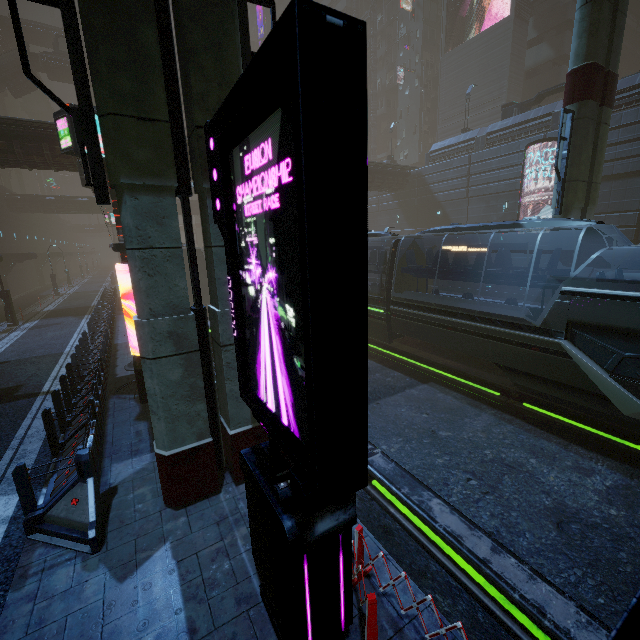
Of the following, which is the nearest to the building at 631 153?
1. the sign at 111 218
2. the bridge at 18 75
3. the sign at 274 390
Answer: the sign at 111 218

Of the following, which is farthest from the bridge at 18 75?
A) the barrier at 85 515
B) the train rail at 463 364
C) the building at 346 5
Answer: the barrier at 85 515

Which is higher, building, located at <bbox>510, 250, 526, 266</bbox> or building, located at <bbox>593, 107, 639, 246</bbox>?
building, located at <bbox>593, 107, 639, 246</bbox>

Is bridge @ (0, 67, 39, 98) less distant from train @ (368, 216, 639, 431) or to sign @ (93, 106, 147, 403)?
train @ (368, 216, 639, 431)

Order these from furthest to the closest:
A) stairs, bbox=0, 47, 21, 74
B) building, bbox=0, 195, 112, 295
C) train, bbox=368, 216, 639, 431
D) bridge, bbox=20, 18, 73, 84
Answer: bridge, bbox=20, 18, 73, 84, stairs, bbox=0, 47, 21, 74, building, bbox=0, 195, 112, 295, train, bbox=368, 216, 639, 431

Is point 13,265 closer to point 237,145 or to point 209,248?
point 209,248

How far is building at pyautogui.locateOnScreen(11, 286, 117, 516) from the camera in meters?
5.7

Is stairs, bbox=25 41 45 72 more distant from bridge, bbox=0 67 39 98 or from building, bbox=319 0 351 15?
building, bbox=319 0 351 15
